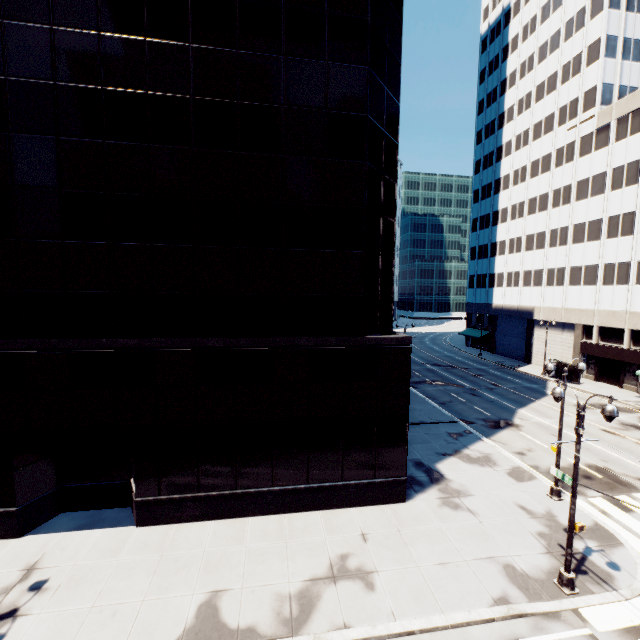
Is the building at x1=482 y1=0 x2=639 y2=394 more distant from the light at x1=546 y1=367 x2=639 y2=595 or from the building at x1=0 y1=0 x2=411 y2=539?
the building at x1=0 y1=0 x2=411 y2=539

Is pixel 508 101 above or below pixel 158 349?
above

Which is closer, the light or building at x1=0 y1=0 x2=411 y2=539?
the light

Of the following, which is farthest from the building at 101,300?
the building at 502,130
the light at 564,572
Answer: the building at 502,130

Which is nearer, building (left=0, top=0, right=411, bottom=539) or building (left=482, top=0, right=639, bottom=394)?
building (left=0, top=0, right=411, bottom=539)

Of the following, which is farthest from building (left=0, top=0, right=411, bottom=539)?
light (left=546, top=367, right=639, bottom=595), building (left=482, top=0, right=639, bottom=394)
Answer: building (left=482, top=0, right=639, bottom=394)

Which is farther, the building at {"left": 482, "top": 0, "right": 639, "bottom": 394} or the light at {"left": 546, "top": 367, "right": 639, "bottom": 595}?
the building at {"left": 482, "top": 0, "right": 639, "bottom": 394}
